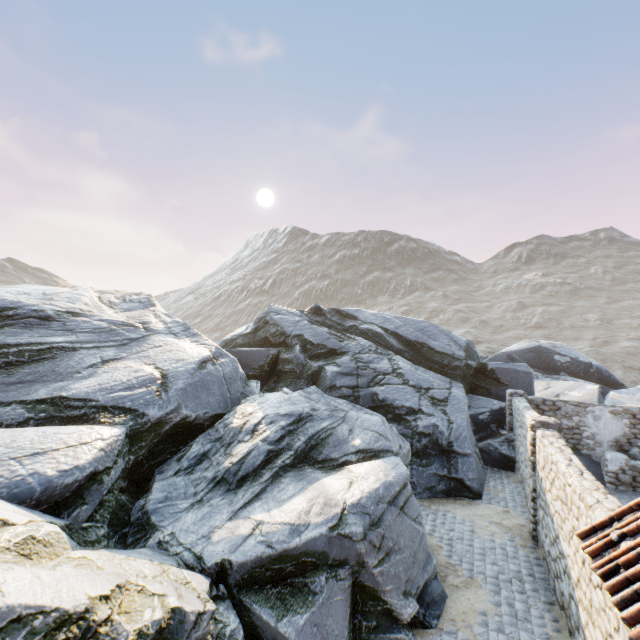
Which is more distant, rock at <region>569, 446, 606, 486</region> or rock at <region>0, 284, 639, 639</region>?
rock at <region>569, 446, 606, 486</region>

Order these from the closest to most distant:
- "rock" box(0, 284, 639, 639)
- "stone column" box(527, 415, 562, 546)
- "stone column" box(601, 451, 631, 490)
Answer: "rock" box(0, 284, 639, 639)
"stone column" box(527, 415, 562, 546)
"stone column" box(601, 451, 631, 490)

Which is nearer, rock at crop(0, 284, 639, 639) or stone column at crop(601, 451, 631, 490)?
rock at crop(0, 284, 639, 639)

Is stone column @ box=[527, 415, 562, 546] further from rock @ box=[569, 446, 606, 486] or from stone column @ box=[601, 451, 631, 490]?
stone column @ box=[601, 451, 631, 490]

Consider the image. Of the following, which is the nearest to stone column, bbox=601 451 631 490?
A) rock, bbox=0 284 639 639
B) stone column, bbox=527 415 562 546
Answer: rock, bbox=0 284 639 639

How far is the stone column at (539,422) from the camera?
8.39m

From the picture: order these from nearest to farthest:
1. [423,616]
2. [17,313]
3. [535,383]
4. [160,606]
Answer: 1. [160,606]
2. [423,616]
3. [17,313]
4. [535,383]

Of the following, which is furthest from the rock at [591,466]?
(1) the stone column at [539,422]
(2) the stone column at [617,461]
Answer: (1) the stone column at [539,422]
